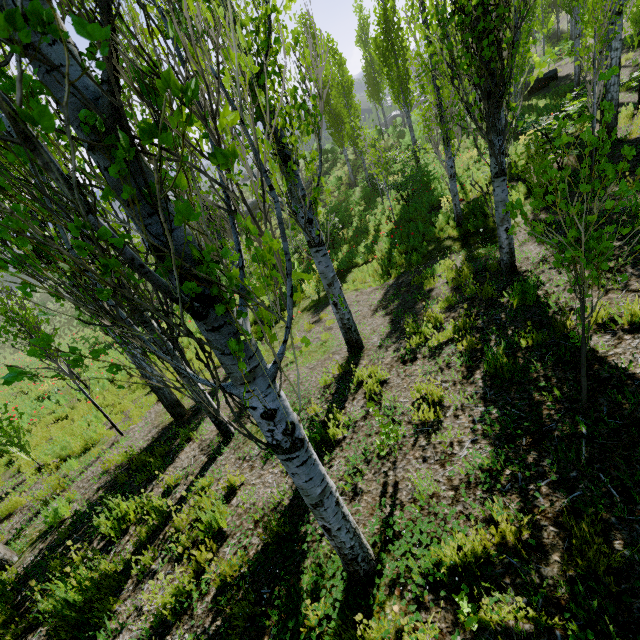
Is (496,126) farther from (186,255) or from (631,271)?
(186,255)

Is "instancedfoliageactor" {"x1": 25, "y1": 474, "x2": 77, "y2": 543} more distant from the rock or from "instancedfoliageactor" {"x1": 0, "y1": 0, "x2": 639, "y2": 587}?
the rock

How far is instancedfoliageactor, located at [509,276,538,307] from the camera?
4.48m

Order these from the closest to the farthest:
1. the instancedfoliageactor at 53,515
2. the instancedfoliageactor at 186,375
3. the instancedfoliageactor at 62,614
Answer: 1. the instancedfoliageactor at 186,375
2. the instancedfoliageactor at 62,614
3. the instancedfoliageactor at 53,515

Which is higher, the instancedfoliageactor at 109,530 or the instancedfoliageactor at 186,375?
the instancedfoliageactor at 186,375

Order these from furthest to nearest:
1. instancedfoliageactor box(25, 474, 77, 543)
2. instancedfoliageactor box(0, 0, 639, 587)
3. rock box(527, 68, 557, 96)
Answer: rock box(527, 68, 557, 96) < instancedfoliageactor box(25, 474, 77, 543) < instancedfoliageactor box(0, 0, 639, 587)

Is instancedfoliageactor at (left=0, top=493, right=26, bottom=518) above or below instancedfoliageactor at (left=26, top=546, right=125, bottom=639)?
below

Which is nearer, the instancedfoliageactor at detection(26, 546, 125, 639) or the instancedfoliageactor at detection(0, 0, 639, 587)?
the instancedfoliageactor at detection(0, 0, 639, 587)
